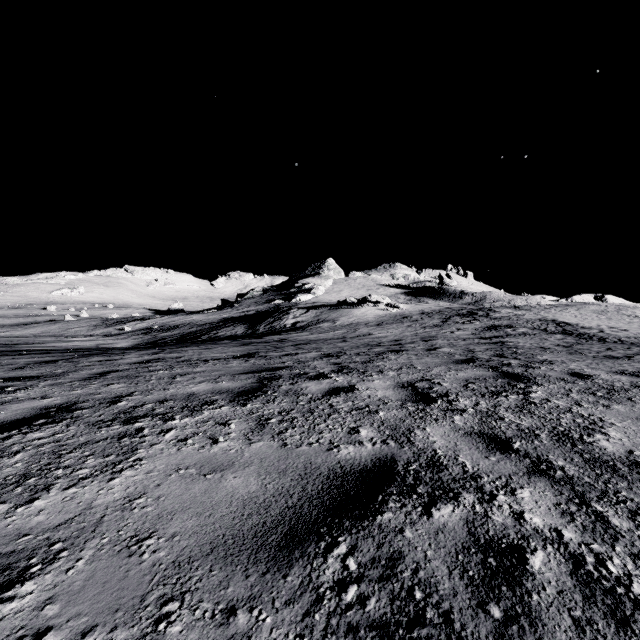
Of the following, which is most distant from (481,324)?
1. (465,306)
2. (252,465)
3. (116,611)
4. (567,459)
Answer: (465,306)
